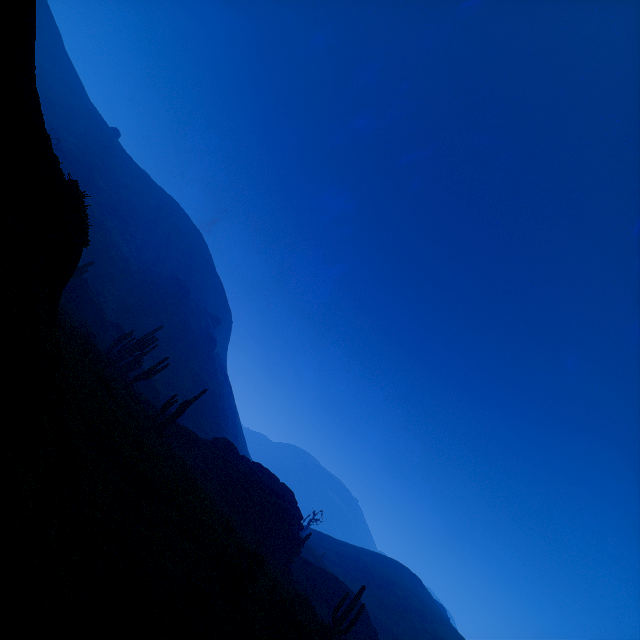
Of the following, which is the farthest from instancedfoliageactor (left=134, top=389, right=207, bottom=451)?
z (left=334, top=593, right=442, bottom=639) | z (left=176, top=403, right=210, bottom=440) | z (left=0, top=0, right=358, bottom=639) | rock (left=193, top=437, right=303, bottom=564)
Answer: z (left=334, top=593, right=442, bottom=639)

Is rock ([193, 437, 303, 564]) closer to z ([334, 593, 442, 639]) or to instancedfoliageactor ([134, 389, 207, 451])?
instancedfoliageactor ([134, 389, 207, 451])

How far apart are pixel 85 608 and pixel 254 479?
29.7m

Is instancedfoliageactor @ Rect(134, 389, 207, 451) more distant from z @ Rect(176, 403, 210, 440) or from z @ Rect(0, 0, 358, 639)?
z @ Rect(176, 403, 210, 440)

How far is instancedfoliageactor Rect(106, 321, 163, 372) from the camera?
28.7 meters

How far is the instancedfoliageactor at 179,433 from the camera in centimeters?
2075cm

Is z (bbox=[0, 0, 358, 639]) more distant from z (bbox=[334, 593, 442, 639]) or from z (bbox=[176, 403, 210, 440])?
z (bbox=[176, 403, 210, 440])

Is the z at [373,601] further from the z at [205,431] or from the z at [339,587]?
the z at [339,587]
